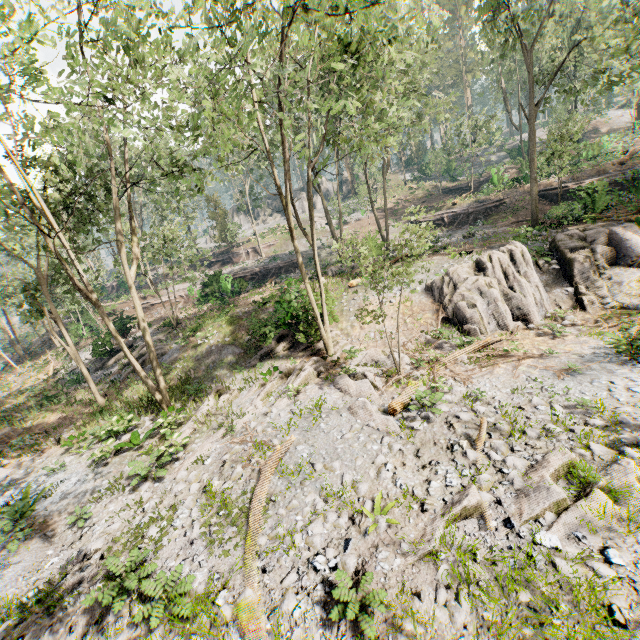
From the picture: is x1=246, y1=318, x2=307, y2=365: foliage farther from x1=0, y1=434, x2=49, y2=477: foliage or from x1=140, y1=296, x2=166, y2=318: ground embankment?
x1=0, y1=434, x2=49, y2=477: foliage

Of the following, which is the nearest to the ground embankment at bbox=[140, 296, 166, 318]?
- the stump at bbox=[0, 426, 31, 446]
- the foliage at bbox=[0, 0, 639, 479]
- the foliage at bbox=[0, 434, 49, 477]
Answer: the foliage at bbox=[0, 0, 639, 479]

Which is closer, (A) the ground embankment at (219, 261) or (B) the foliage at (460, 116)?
(B) the foliage at (460, 116)

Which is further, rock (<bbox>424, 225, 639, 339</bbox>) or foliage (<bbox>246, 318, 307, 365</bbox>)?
foliage (<bbox>246, 318, 307, 365</bbox>)

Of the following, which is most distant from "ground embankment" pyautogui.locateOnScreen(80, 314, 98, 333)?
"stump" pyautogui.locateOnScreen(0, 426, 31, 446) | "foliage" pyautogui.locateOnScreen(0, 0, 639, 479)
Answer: "stump" pyautogui.locateOnScreen(0, 426, 31, 446)

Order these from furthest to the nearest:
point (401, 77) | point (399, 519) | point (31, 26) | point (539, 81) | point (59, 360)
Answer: point (59, 360), point (401, 77), point (539, 81), point (399, 519), point (31, 26)

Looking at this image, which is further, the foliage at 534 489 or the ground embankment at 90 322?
the ground embankment at 90 322

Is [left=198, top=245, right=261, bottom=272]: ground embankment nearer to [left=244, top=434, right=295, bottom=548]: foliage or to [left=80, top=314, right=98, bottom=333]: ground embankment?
[left=244, top=434, right=295, bottom=548]: foliage
